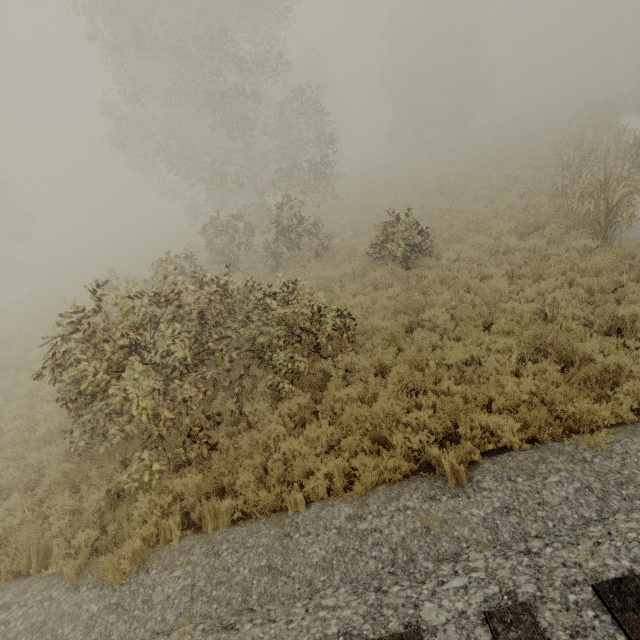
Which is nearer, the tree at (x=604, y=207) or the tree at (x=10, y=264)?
the tree at (x=604, y=207)

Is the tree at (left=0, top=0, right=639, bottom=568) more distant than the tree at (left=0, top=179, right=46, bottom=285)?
No

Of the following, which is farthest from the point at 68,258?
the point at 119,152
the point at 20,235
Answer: the point at 119,152
